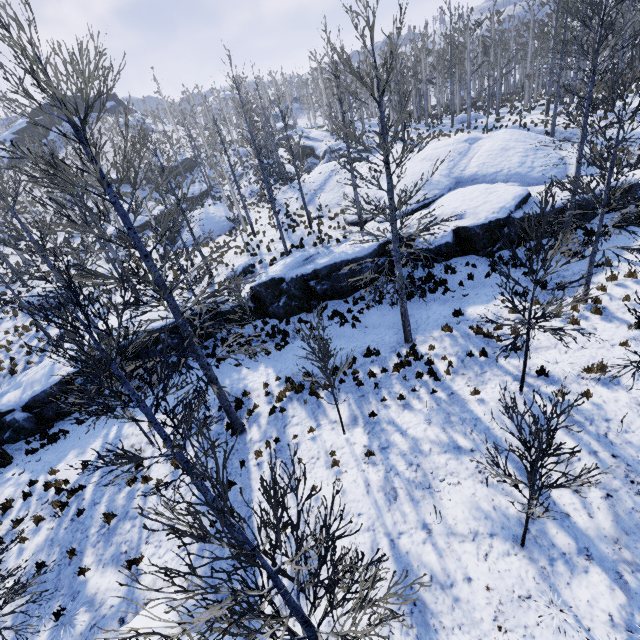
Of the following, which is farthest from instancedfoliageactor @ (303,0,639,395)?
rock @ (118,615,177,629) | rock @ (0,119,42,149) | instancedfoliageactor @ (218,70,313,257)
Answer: rock @ (0,119,42,149)

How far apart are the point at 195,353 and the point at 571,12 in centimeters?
3851cm

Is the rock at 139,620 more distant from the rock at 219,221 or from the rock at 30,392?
the rock at 219,221

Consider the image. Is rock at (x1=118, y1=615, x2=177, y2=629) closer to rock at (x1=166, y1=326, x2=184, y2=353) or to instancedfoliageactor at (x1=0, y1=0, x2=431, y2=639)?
instancedfoliageactor at (x1=0, y1=0, x2=431, y2=639)

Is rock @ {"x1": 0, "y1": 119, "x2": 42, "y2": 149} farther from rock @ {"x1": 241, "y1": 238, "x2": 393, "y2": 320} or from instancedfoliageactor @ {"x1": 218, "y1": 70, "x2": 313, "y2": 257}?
rock @ {"x1": 241, "y1": 238, "x2": 393, "y2": 320}

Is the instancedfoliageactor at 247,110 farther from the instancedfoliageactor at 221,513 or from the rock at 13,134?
the rock at 13,134

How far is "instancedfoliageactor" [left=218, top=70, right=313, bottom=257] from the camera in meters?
17.8
